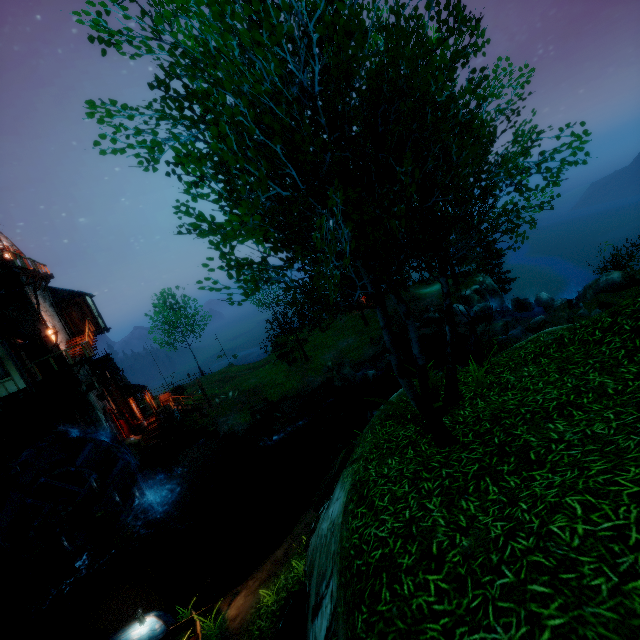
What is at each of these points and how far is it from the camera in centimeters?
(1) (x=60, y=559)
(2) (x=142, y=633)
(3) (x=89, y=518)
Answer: (1) piling, 1567cm
(2) boat, 1017cm
(3) piling, 1619cm

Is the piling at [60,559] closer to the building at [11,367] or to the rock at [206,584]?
the building at [11,367]

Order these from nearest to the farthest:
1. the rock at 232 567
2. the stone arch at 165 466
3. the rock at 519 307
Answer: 1. the rock at 232 567
2. the rock at 519 307
3. the stone arch at 165 466

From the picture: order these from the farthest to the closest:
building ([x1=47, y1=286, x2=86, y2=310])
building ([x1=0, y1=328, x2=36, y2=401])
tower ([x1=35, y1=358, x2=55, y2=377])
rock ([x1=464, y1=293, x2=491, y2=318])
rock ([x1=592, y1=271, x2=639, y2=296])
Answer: rock ([x1=464, y1=293, x2=491, y2=318]), building ([x1=47, y1=286, x2=86, y2=310]), tower ([x1=35, y1=358, x2=55, y2=377]), rock ([x1=592, y1=271, x2=639, y2=296]), building ([x1=0, y1=328, x2=36, y2=401])

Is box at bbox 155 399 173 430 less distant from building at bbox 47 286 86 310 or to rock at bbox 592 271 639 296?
building at bbox 47 286 86 310

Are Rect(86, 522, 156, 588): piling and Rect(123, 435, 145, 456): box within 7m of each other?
yes

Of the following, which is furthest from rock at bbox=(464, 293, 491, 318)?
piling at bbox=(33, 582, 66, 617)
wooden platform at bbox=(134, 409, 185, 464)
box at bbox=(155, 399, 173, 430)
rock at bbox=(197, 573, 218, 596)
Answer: piling at bbox=(33, 582, 66, 617)

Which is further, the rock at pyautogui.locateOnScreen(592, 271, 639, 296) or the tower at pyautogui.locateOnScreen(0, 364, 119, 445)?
the tower at pyautogui.locateOnScreen(0, 364, 119, 445)
